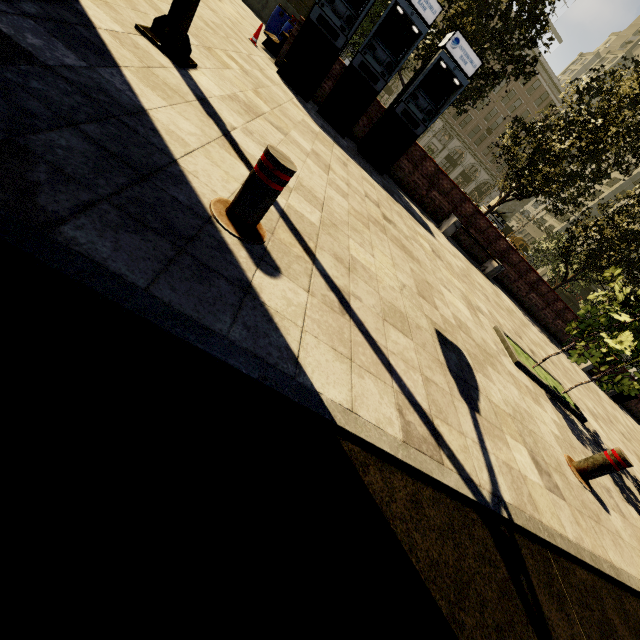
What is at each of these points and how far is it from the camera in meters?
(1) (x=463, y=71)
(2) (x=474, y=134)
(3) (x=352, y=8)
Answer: (1) atm, 7.8
(2) building, 52.3
(3) atm, 7.2

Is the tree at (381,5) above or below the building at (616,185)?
below

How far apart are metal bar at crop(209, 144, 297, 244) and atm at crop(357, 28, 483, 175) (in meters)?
7.64

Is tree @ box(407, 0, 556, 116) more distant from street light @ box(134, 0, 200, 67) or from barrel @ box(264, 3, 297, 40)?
street light @ box(134, 0, 200, 67)

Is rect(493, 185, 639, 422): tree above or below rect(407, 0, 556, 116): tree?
below

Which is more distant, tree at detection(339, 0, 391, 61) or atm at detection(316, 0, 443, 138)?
tree at detection(339, 0, 391, 61)

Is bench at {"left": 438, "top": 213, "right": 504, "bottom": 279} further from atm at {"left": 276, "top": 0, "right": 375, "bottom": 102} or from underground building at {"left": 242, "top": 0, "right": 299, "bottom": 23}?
underground building at {"left": 242, "top": 0, "right": 299, "bottom": 23}

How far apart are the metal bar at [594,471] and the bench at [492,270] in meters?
7.9
